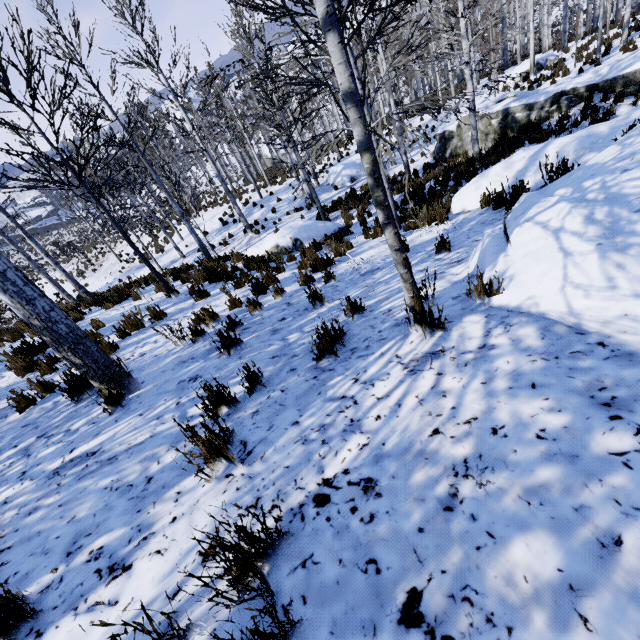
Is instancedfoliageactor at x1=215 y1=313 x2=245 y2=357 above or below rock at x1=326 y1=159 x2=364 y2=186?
above

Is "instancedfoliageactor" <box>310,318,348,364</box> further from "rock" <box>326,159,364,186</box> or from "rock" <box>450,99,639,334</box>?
"rock" <box>326,159,364,186</box>

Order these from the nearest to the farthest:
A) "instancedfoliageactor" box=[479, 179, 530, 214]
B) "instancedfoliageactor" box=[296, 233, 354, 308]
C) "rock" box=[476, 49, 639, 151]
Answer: "instancedfoliageactor" box=[296, 233, 354, 308]
"instancedfoliageactor" box=[479, 179, 530, 214]
"rock" box=[476, 49, 639, 151]

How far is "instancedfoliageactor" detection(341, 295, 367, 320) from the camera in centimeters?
361cm

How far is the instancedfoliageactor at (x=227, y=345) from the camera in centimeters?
375cm

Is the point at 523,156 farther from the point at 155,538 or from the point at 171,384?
the point at 155,538

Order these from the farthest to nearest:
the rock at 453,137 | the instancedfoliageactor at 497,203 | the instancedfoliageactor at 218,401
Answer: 1. the rock at 453,137
2. the instancedfoliageactor at 497,203
3. the instancedfoliageactor at 218,401

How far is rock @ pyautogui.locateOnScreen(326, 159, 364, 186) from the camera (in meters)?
18.97
